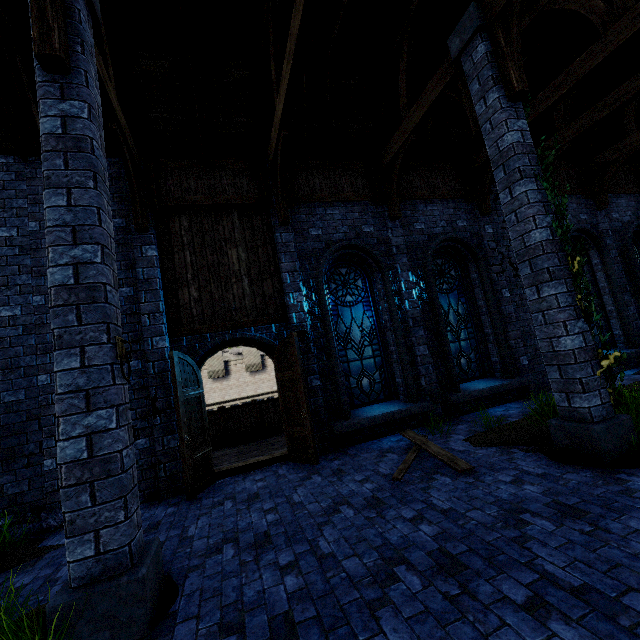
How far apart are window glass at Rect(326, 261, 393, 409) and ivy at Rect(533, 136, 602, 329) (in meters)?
3.58

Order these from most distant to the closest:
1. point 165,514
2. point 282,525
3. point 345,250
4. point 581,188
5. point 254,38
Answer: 1. point 581,188
2. point 345,250
3. point 254,38
4. point 165,514
5. point 282,525

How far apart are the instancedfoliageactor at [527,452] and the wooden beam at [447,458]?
0.8m

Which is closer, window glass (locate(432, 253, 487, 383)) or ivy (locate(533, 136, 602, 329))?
ivy (locate(533, 136, 602, 329))

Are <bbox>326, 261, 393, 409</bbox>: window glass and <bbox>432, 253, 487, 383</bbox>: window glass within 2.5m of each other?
yes

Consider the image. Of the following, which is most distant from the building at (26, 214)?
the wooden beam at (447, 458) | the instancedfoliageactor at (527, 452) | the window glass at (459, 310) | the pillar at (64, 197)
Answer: the instancedfoliageactor at (527, 452)

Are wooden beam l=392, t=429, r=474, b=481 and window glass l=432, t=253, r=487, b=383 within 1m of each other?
no

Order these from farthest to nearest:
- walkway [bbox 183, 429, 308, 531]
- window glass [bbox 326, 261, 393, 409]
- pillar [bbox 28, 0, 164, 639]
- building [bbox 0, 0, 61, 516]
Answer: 1. window glass [bbox 326, 261, 393, 409]
2. building [bbox 0, 0, 61, 516]
3. walkway [bbox 183, 429, 308, 531]
4. pillar [bbox 28, 0, 164, 639]
